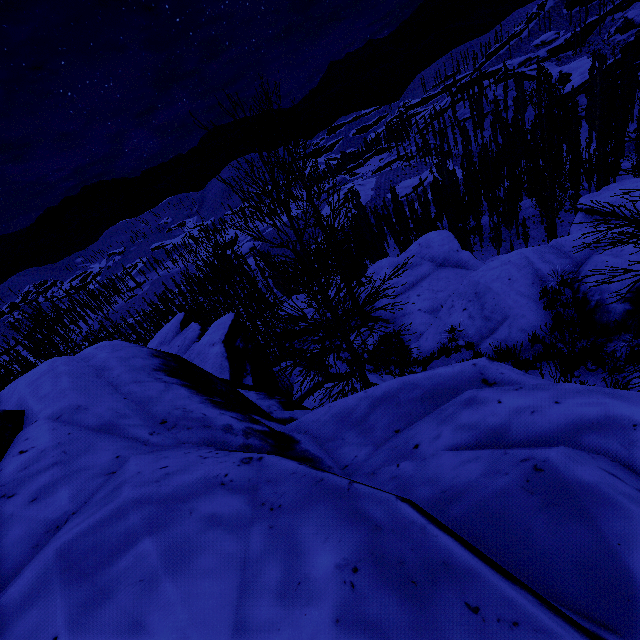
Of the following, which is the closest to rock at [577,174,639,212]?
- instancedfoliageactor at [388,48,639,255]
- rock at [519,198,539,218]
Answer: instancedfoliageactor at [388,48,639,255]

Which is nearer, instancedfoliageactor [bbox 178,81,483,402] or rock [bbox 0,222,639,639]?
rock [bbox 0,222,639,639]

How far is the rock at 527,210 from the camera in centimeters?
4409cm

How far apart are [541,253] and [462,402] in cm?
883

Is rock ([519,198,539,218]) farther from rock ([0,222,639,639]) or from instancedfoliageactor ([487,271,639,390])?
rock ([0,222,639,639])

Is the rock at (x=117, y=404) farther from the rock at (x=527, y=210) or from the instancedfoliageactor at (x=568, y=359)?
the rock at (x=527, y=210)
